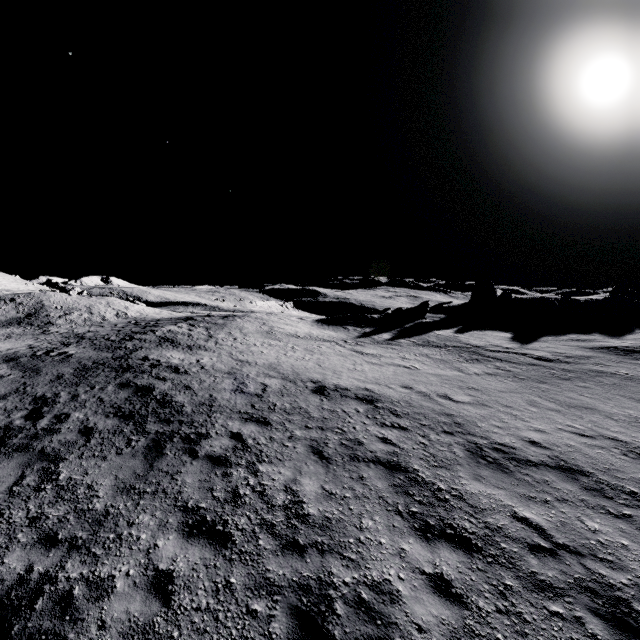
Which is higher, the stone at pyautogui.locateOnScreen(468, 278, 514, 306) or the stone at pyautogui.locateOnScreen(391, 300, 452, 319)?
the stone at pyautogui.locateOnScreen(468, 278, 514, 306)

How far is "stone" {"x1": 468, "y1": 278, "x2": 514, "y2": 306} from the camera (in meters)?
41.88

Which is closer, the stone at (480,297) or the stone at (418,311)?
the stone at (418,311)

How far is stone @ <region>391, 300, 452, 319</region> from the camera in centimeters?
3581cm

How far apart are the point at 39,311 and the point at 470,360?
37.7m

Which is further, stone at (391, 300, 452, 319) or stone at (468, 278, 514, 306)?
stone at (468, 278, 514, 306)

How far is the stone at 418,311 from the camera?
35.8 meters
